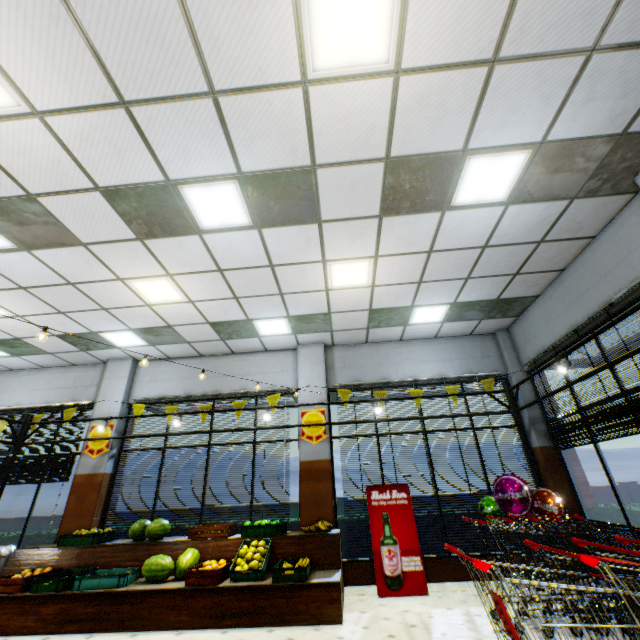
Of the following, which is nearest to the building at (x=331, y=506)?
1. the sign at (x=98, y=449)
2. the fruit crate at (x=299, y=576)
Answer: the sign at (x=98, y=449)

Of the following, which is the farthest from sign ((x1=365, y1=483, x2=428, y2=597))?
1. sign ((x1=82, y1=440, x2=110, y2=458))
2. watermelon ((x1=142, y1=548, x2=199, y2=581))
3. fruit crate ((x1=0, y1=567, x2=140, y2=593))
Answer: sign ((x1=82, y1=440, x2=110, y2=458))

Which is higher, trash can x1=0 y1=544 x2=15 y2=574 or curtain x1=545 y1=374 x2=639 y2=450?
curtain x1=545 y1=374 x2=639 y2=450

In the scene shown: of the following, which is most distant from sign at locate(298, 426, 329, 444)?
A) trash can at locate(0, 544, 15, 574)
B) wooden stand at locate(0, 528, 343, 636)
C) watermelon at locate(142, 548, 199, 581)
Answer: trash can at locate(0, 544, 15, 574)

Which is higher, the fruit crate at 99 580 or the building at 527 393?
the building at 527 393

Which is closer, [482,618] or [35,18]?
[35,18]

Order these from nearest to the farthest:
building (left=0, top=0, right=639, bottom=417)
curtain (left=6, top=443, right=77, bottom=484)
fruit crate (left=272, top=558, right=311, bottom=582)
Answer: building (left=0, top=0, right=639, bottom=417), fruit crate (left=272, top=558, right=311, bottom=582), curtain (left=6, top=443, right=77, bottom=484)

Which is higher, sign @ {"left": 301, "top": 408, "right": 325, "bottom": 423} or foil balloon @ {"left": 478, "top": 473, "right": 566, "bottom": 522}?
sign @ {"left": 301, "top": 408, "right": 325, "bottom": 423}
